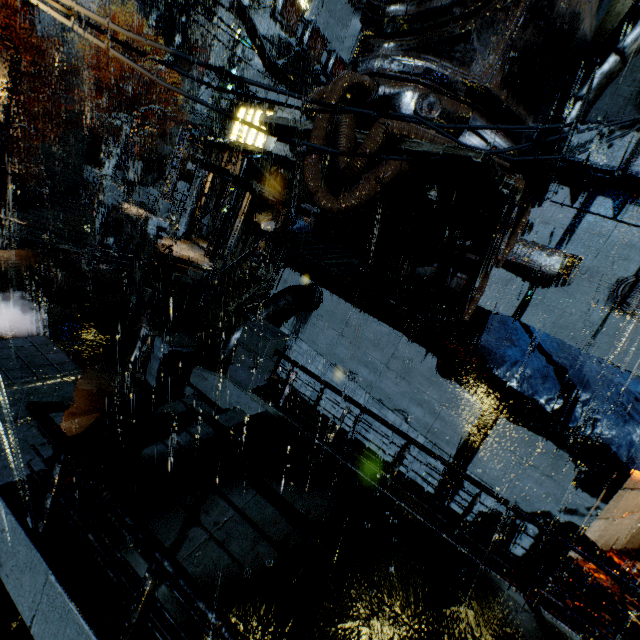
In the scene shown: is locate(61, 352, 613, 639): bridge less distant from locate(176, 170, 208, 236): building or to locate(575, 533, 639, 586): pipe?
locate(176, 170, 208, 236): building

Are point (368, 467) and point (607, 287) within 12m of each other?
yes

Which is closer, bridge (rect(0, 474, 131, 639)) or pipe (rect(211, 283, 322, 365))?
bridge (rect(0, 474, 131, 639))

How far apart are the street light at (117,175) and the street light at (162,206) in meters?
9.3 m

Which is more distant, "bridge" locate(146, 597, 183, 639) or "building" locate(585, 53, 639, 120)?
"building" locate(585, 53, 639, 120)

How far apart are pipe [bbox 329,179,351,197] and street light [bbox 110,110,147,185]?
23.3 meters

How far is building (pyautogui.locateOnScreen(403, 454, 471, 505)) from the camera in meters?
8.9 m

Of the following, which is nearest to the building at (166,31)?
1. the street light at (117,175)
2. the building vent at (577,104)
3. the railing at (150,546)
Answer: the building vent at (577,104)
